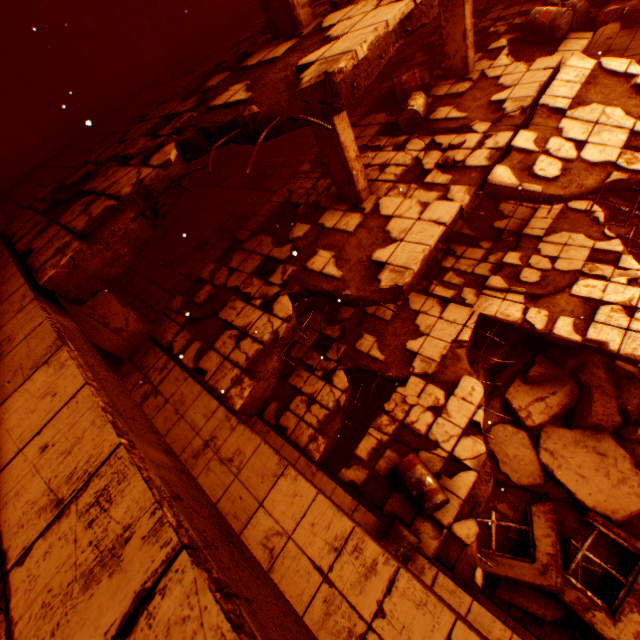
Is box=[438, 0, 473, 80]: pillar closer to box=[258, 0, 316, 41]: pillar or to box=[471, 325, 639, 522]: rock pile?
box=[258, 0, 316, 41]: pillar

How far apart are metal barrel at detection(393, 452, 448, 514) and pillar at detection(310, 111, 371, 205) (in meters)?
5.13

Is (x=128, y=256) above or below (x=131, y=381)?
above

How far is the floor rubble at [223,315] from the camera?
5.53m

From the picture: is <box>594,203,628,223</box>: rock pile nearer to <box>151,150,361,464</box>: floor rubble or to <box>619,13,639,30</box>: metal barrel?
<box>151,150,361,464</box>: floor rubble

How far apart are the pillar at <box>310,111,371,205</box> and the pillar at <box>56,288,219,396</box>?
5.0m

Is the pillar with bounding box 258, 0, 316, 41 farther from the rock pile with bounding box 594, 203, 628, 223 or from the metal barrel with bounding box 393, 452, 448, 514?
the rock pile with bounding box 594, 203, 628, 223
